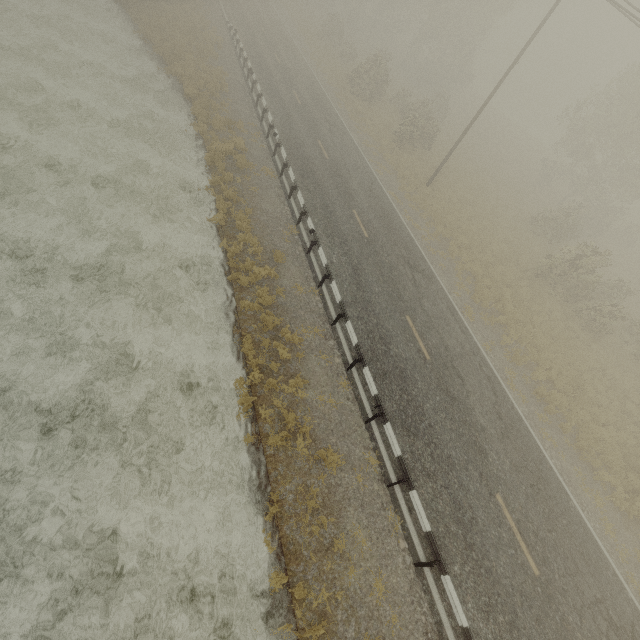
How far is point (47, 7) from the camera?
20.9 meters
